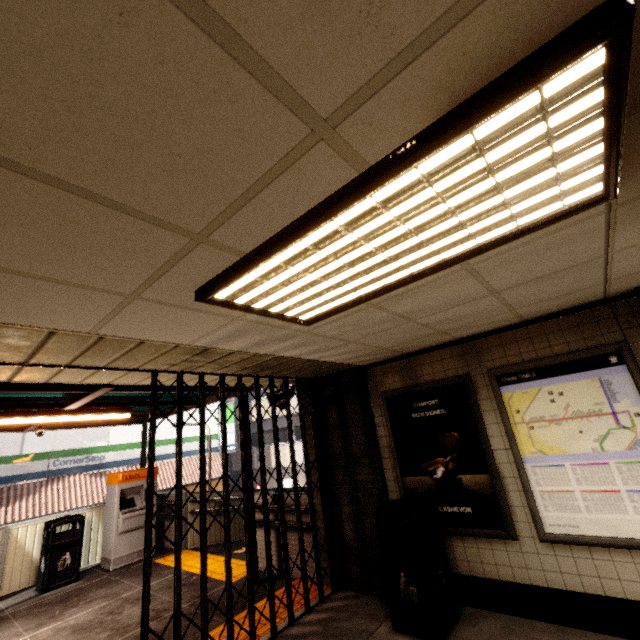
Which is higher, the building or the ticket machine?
the building

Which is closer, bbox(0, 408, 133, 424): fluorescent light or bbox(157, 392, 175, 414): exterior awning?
bbox(0, 408, 133, 424): fluorescent light

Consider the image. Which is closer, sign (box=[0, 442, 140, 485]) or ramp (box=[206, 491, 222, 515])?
ramp (box=[206, 491, 222, 515])

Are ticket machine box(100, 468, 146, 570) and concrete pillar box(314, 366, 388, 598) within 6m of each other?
yes

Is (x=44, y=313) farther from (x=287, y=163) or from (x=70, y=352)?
(x=287, y=163)

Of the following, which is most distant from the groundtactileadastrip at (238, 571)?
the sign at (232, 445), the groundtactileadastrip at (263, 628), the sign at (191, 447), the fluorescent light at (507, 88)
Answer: the sign at (232, 445)

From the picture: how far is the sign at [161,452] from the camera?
16.30m

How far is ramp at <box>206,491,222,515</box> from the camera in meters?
8.1
